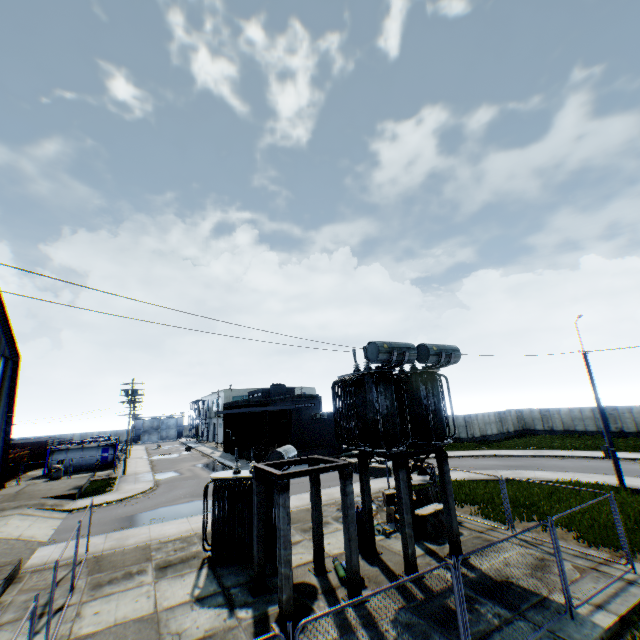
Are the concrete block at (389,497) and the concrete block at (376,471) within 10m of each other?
yes

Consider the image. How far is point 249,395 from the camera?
50.06m

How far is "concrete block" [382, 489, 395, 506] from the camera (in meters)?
16.72

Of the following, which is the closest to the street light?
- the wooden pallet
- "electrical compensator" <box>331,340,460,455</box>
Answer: the wooden pallet

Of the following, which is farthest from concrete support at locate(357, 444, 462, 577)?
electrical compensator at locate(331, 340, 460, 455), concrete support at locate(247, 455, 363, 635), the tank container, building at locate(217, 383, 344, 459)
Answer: the tank container

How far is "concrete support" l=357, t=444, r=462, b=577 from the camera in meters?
10.5

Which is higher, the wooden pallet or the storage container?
the storage container

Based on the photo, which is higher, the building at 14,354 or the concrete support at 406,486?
the building at 14,354
